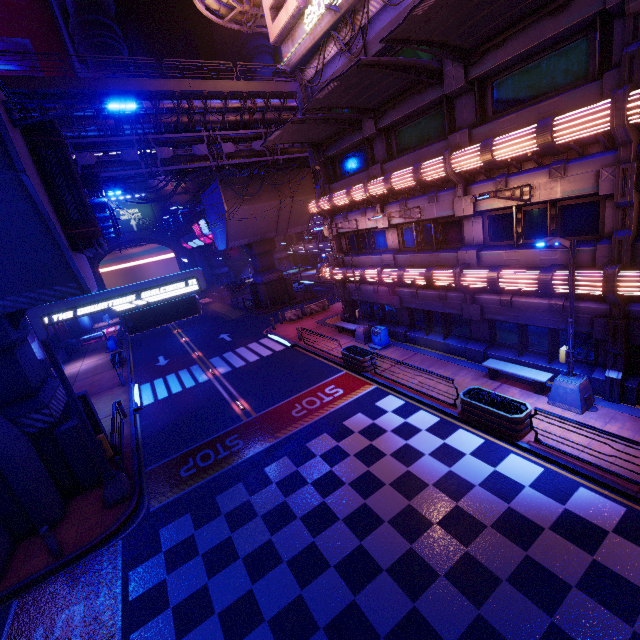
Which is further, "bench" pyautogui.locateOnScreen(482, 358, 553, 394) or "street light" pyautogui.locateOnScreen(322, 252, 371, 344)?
"street light" pyautogui.locateOnScreen(322, 252, 371, 344)

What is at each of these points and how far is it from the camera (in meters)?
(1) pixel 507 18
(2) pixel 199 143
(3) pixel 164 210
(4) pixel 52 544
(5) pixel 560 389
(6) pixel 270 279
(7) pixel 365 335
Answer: (1) awning, 9.75
(2) pipe, 25.44
(3) wall arch, 55.44
(4) post, 9.61
(5) street light, 11.27
(6) pillar, 36.81
(7) street light, 20.56

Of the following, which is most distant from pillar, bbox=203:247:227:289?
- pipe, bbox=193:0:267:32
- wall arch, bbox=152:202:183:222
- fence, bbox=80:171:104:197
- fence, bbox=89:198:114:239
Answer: fence, bbox=80:171:104:197

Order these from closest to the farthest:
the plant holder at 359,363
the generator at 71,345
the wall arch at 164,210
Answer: the plant holder at 359,363 < the generator at 71,345 < the wall arch at 164,210

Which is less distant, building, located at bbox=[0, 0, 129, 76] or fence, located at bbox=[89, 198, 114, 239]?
fence, located at bbox=[89, 198, 114, 239]

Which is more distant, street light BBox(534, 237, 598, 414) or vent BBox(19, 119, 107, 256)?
vent BBox(19, 119, 107, 256)

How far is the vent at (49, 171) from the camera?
10.16m

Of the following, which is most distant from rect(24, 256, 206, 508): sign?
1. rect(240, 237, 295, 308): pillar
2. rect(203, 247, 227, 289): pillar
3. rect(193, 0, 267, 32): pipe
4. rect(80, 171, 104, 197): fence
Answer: rect(203, 247, 227, 289): pillar
